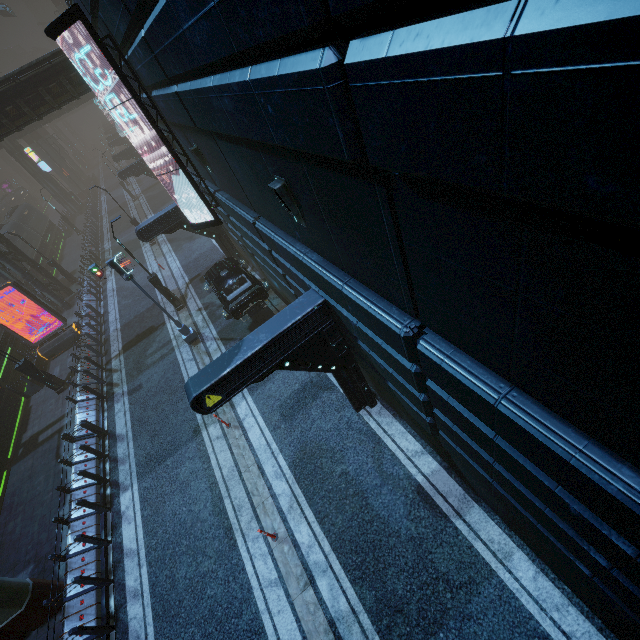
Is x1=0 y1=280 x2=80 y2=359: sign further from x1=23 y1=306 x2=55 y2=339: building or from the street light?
the street light

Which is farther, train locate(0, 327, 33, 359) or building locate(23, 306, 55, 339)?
building locate(23, 306, 55, 339)

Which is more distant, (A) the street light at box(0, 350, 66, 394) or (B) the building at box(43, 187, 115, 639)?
(A) the street light at box(0, 350, 66, 394)

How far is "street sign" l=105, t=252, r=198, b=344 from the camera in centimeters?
1279cm

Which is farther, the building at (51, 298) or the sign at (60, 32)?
the building at (51, 298)

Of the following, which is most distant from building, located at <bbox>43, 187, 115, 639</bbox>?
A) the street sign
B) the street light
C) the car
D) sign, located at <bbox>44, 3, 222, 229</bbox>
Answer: the street sign

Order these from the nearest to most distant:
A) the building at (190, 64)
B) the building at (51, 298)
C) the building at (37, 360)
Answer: the building at (190, 64) < the building at (37, 360) < the building at (51, 298)

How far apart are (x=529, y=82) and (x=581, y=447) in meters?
3.0
